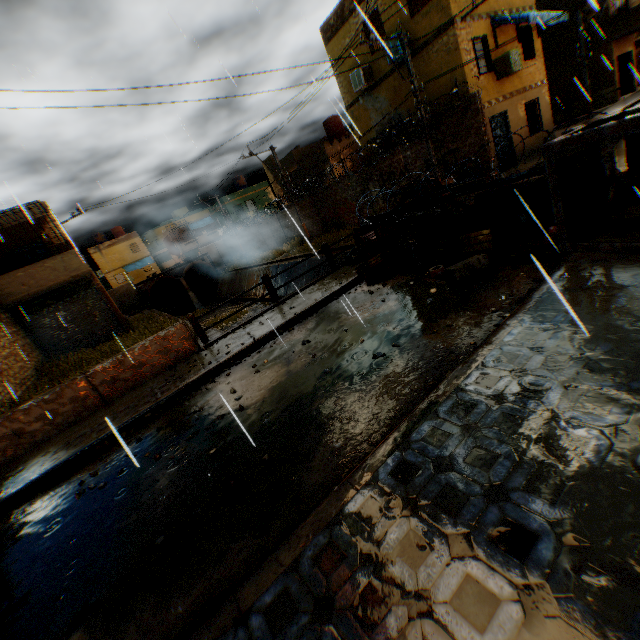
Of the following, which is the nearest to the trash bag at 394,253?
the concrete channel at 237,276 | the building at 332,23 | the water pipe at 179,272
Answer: the concrete channel at 237,276

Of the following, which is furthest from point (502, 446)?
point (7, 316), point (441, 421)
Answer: point (7, 316)

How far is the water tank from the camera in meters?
27.6 m

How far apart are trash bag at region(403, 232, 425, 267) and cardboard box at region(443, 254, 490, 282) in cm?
152

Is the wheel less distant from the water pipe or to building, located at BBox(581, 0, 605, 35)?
building, located at BBox(581, 0, 605, 35)

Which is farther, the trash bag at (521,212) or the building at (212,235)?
the building at (212,235)

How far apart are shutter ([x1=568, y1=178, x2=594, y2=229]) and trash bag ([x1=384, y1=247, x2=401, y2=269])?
3.3 meters

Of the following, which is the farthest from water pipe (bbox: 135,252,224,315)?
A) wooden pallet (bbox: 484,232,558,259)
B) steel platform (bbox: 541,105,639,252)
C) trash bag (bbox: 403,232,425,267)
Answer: steel platform (bbox: 541,105,639,252)
